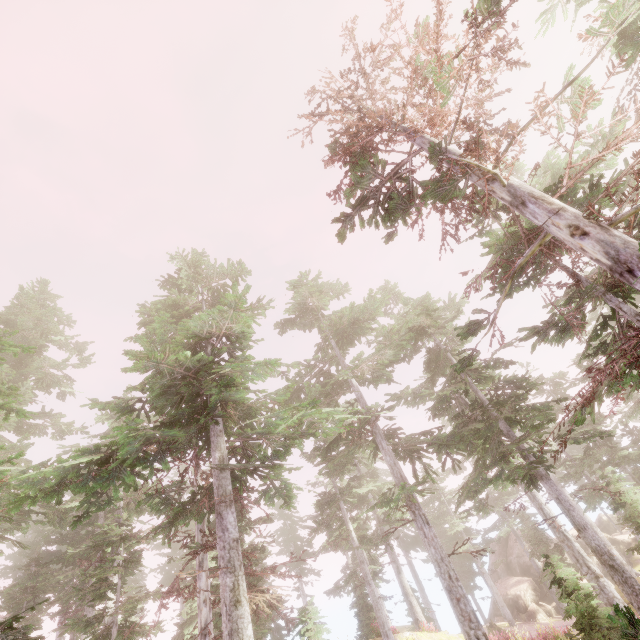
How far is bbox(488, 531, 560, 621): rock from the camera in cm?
2942

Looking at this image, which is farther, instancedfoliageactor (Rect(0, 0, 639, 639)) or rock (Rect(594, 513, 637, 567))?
rock (Rect(594, 513, 637, 567))

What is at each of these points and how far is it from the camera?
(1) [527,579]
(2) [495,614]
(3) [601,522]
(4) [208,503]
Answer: (1) rock, 31.98m
(2) rock, 32.09m
(3) rock, 40.59m
(4) instancedfoliageactor, 9.77m

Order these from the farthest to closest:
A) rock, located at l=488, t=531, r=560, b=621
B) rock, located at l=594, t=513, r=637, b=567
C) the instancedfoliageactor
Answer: rock, located at l=594, t=513, r=637, b=567
rock, located at l=488, t=531, r=560, b=621
the instancedfoliageactor

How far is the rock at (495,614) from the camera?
31.53m

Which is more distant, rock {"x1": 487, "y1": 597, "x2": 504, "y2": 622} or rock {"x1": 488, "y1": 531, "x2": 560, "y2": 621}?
rock {"x1": 487, "y1": 597, "x2": 504, "y2": 622}
